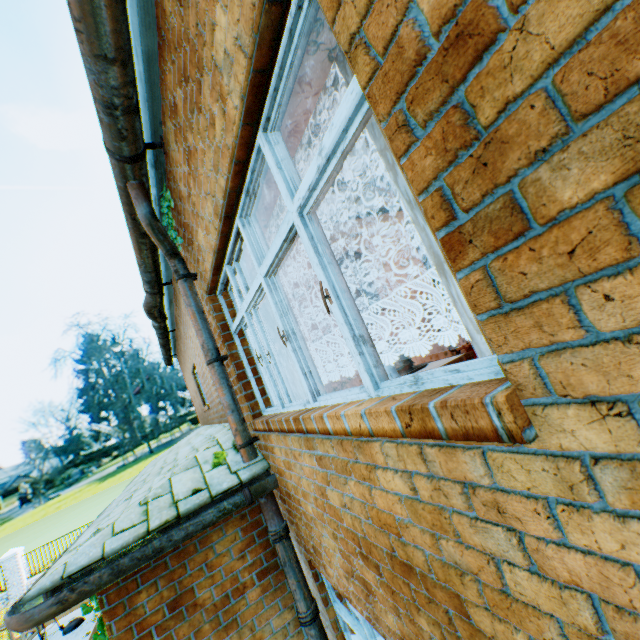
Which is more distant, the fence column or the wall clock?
the fence column

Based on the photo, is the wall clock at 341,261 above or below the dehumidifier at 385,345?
above

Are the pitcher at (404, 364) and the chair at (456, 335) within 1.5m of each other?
no

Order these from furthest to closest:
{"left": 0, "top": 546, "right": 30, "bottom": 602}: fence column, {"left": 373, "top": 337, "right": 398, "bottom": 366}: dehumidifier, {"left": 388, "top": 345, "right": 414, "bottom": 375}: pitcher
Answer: {"left": 0, "top": 546, "right": 30, "bottom": 602}: fence column < {"left": 373, "top": 337, "right": 398, "bottom": 366}: dehumidifier < {"left": 388, "top": 345, "right": 414, "bottom": 375}: pitcher

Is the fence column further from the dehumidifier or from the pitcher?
the pitcher

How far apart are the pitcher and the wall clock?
2.40m

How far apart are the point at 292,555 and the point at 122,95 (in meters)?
5.00

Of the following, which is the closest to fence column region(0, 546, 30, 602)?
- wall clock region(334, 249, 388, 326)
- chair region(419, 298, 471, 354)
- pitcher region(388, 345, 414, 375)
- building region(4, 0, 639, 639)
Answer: building region(4, 0, 639, 639)
